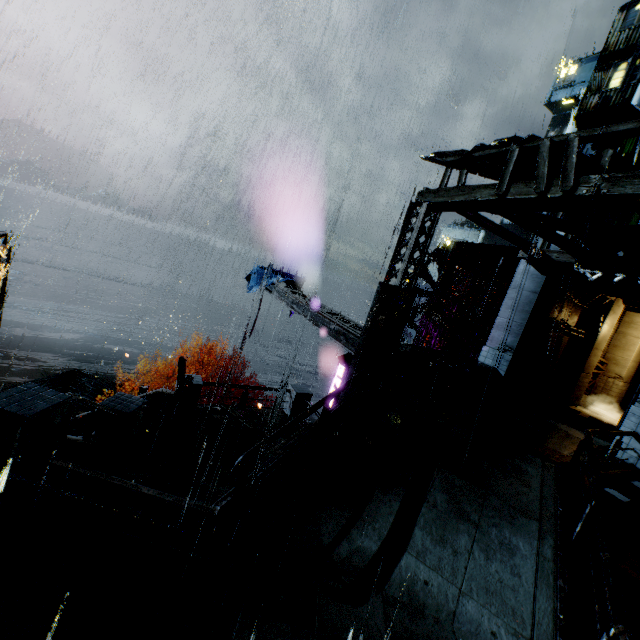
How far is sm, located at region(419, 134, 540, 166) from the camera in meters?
7.1 m

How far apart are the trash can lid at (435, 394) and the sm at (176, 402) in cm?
825

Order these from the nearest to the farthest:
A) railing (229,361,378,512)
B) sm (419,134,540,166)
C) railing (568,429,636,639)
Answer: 1. railing (568,429,636,639)
2. railing (229,361,378,512)
3. sm (419,134,540,166)

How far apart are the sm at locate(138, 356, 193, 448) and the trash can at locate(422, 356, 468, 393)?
8.19m

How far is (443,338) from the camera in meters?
22.1 m

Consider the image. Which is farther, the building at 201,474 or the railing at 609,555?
the building at 201,474

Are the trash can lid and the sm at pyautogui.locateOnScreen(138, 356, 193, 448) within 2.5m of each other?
no

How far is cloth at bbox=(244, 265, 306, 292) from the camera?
18.2 meters
